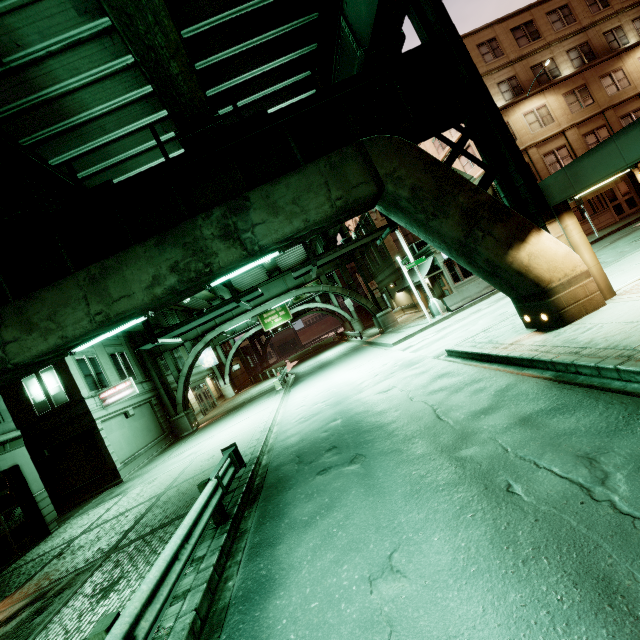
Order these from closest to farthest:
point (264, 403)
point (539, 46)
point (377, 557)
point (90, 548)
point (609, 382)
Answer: point (377, 557) → point (609, 382) → point (90, 548) → point (264, 403) → point (539, 46)

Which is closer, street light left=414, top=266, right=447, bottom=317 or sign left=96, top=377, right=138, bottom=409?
sign left=96, top=377, right=138, bottom=409

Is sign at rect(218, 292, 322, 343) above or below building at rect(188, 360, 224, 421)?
above

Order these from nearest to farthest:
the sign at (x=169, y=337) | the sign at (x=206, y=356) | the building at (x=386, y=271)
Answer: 1. the sign at (x=169, y=337)
2. the building at (x=386, y=271)
3. the sign at (x=206, y=356)

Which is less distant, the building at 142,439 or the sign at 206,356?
the building at 142,439

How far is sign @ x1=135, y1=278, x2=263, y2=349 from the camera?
9.70m

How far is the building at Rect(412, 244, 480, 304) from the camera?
23.73m
